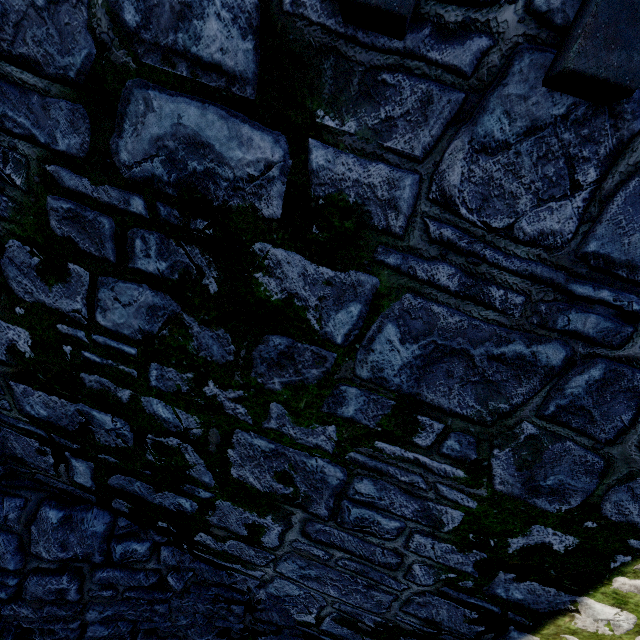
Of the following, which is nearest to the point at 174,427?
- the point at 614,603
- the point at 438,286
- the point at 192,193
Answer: the point at 192,193
